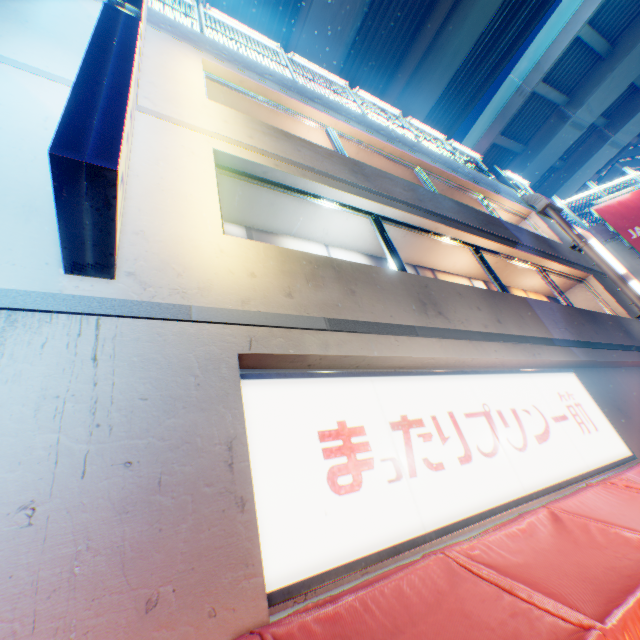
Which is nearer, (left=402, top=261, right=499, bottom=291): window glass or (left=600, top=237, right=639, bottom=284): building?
(left=402, top=261, right=499, bottom=291): window glass

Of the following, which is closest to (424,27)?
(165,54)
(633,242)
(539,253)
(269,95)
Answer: (633,242)

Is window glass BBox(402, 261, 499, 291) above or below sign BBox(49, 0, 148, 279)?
above

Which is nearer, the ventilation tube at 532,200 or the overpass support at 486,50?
the ventilation tube at 532,200

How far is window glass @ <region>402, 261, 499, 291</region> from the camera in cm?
697

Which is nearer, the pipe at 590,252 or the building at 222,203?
the building at 222,203

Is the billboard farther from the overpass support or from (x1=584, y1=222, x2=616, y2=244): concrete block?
the overpass support

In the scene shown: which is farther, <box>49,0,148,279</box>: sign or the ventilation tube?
the ventilation tube
